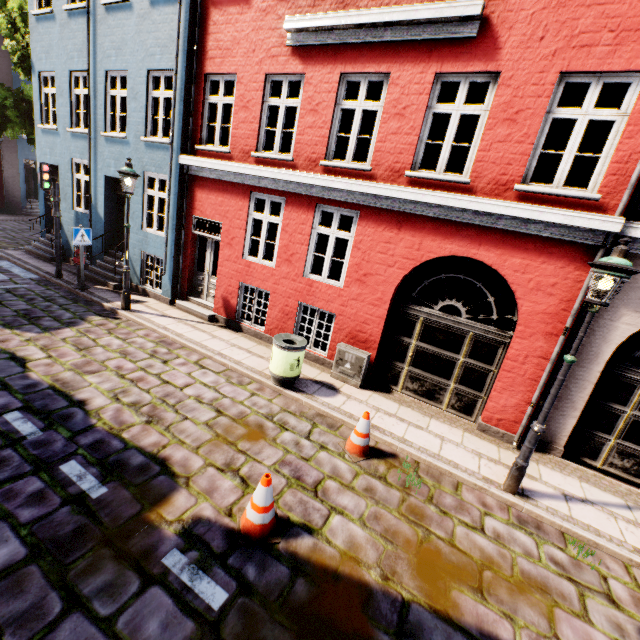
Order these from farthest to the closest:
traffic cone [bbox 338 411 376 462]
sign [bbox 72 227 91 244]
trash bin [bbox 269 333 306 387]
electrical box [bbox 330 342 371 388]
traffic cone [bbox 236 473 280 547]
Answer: sign [bbox 72 227 91 244] < electrical box [bbox 330 342 371 388] < trash bin [bbox 269 333 306 387] < traffic cone [bbox 338 411 376 462] < traffic cone [bbox 236 473 280 547]

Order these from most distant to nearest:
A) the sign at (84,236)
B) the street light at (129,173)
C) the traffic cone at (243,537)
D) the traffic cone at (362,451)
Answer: the sign at (84,236), the street light at (129,173), the traffic cone at (362,451), the traffic cone at (243,537)

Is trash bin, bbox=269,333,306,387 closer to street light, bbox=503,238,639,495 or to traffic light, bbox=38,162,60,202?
street light, bbox=503,238,639,495

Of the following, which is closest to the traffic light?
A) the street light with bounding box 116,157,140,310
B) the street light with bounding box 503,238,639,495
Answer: the street light with bounding box 116,157,140,310

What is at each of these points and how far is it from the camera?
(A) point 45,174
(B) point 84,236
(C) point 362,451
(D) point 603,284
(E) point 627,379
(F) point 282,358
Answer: (A) traffic light, 9.4m
(B) sign, 9.4m
(C) traffic cone, 5.3m
(D) street light, 4.1m
(E) building, 5.8m
(F) trash bin, 6.5m

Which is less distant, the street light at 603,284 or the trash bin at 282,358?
the street light at 603,284

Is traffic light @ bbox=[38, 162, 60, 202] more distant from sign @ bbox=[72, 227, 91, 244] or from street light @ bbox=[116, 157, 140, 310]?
street light @ bbox=[116, 157, 140, 310]

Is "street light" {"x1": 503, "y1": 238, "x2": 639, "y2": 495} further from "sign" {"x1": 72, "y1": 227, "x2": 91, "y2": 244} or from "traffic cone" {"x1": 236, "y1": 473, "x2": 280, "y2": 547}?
"sign" {"x1": 72, "y1": 227, "x2": 91, "y2": 244}
